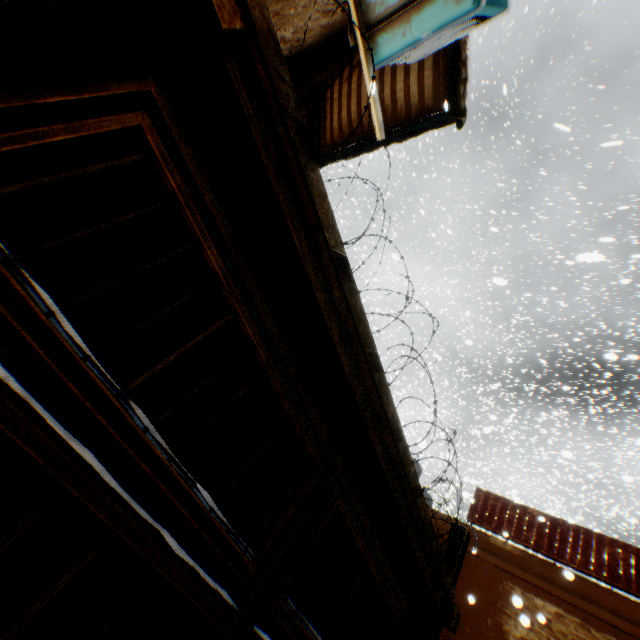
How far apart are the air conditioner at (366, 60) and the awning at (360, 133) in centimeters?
48cm

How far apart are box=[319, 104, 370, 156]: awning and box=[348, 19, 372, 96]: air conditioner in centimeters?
48cm

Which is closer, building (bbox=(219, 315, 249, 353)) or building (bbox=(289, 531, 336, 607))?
building (bbox=(219, 315, 249, 353))

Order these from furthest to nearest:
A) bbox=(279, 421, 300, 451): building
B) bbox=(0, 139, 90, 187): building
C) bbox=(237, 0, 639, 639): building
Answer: bbox=(279, 421, 300, 451): building → bbox=(0, 139, 90, 187): building → bbox=(237, 0, 639, 639): building

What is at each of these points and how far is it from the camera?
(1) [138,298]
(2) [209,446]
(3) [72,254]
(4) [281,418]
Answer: (1) wooden beam, 4.8m
(2) wooden beam, 7.7m
(3) wooden beam, 5.6m
(4) building, 4.3m
